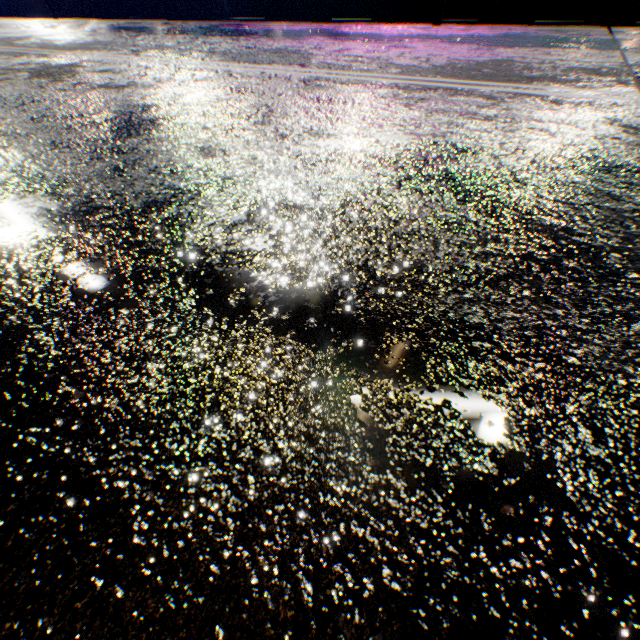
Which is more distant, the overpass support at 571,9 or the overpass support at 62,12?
the overpass support at 62,12

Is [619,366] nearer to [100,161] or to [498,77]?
[100,161]

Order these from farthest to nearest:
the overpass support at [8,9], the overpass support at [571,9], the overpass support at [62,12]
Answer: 1. the overpass support at [8,9]
2. the overpass support at [62,12]
3. the overpass support at [571,9]

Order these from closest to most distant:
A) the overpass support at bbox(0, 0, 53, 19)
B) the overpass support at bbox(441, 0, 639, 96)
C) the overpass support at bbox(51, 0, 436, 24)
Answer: the overpass support at bbox(441, 0, 639, 96)
the overpass support at bbox(51, 0, 436, 24)
the overpass support at bbox(0, 0, 53, 19)

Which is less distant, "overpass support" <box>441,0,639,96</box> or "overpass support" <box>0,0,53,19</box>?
"overpass support" <box>441,0,639,96</box>
